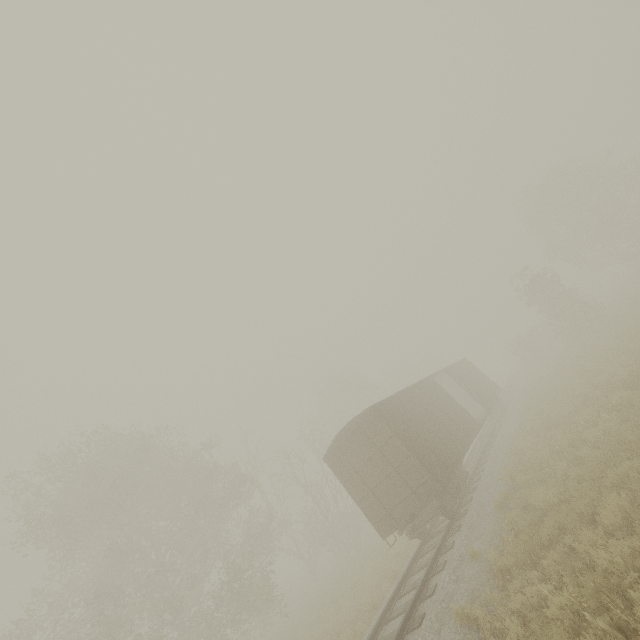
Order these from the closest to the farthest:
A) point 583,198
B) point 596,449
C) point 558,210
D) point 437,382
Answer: point 596,449 < point 437,382 < point 583,198 < point 558,210

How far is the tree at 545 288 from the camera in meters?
24.7

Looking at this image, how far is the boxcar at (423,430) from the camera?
11.41m

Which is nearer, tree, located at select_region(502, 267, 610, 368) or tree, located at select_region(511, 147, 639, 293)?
tree, located at select_region(502, 267, 610, 368)

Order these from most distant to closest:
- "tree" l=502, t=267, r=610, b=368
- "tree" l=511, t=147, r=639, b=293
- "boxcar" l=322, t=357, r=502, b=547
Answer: "tree" l=511, t=147, r=639, b=293
"tree" l=502, t=267, r=610, b=368
"boxcar" l=322, t=357, r=502, b=547

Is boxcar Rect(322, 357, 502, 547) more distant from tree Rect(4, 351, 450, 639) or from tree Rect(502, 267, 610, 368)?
tree Rect(4, 351, 450, 639)

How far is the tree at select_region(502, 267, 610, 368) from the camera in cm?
2466

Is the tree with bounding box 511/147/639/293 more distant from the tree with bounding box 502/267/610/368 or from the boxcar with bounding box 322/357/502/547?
the boxcar with bounding box 322/357/502/547
